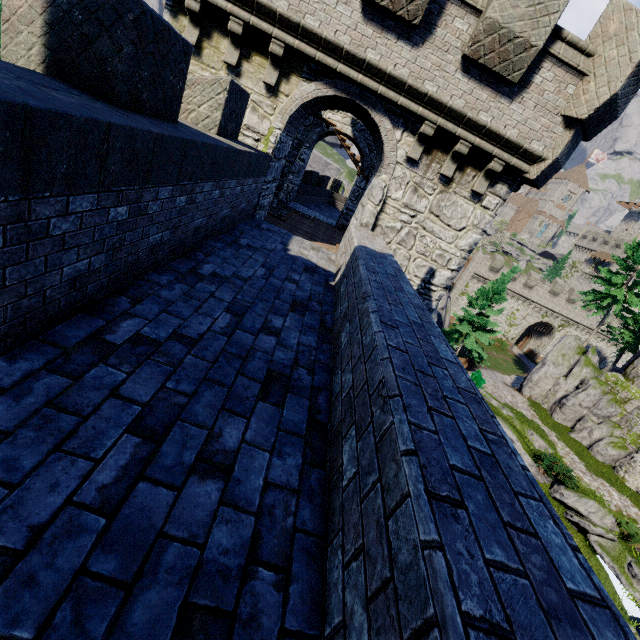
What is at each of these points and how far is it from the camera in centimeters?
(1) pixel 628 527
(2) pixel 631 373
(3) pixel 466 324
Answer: (1) bush, 1750cm
(2) building, 2506cm
(3) tree, 2955cm

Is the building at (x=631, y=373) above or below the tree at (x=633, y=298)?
below

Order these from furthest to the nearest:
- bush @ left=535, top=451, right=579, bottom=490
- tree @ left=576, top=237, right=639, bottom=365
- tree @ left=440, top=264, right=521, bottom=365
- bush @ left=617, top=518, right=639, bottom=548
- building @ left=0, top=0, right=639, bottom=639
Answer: tree @ left=440, top=264, right=521, bottom=365
tree @ left=576, top=237, right=639, bottom=365
bush @ left=535, top=451, right=579, bottom=490
bush @ left=617, top=518, right=639, bottom=548
building @ left=0, top=0, right=639, bottom=639

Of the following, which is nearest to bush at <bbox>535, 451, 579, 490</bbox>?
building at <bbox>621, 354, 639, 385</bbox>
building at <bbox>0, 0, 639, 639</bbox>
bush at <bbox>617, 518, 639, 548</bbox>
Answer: bush at <bbox>617, 518, 639, 548</bbox>

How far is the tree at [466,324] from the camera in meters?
27.8 m

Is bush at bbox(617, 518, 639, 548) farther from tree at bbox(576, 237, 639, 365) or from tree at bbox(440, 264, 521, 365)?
tree at bbox(576, 237, 639, 365)

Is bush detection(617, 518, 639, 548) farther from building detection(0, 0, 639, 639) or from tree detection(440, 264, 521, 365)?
building detection(0, 0, 639, 639)

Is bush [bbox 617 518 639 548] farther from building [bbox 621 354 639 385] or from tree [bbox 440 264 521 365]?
tree [bbox 440 264 521 365]
